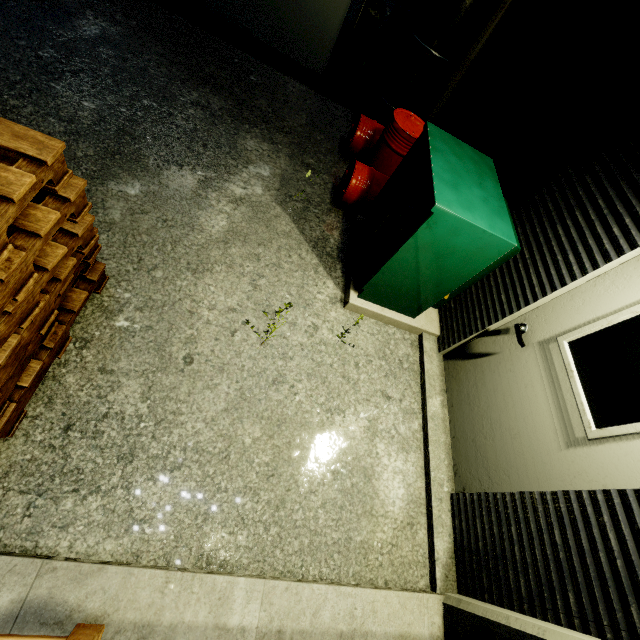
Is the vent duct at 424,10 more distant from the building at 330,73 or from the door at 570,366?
the door at 570,366

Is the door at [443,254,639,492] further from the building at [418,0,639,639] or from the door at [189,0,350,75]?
the door at [189,0,350,75]

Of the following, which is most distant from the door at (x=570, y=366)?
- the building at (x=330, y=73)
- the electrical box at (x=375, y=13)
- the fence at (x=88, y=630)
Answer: the electrical box at (x=375, y=13)

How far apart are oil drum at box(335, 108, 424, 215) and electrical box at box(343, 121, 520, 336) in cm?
71

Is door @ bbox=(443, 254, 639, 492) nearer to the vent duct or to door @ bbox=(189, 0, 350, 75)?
the vent duct

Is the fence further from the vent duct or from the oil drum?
the vent duct

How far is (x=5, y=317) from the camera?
1.67m

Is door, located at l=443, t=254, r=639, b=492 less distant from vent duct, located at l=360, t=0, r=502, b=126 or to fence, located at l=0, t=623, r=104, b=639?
fence, located at l=0, t=623, r=104, b=639
